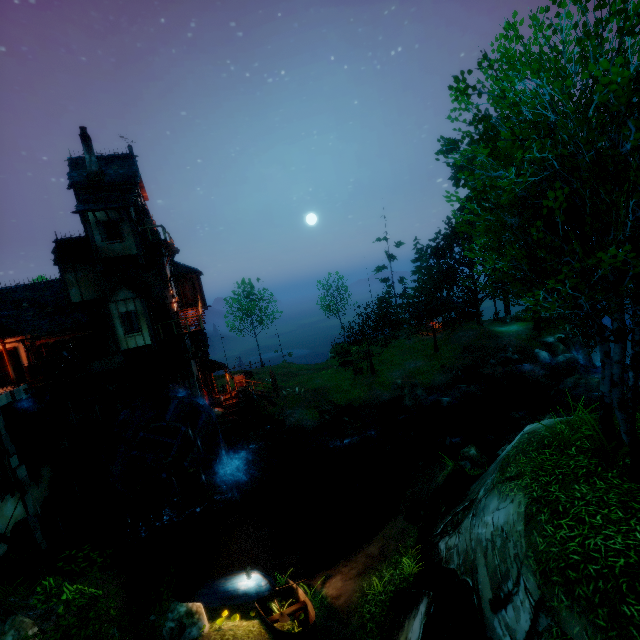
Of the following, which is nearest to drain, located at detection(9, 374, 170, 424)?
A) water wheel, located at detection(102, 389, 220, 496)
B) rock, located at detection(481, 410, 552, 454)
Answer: water wheel, located at detection(102, 389, 220, 496)

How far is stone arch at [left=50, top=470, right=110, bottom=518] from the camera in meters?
19.3 m

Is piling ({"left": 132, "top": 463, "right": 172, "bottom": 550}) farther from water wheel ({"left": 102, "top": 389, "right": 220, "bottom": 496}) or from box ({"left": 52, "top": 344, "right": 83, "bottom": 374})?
box ({"left": 52, "top": 344, "right": 83, "bottom": 374})

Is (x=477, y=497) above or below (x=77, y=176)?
below

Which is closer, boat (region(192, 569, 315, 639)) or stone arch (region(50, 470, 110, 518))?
boat (region(192, 569, 315, 639))

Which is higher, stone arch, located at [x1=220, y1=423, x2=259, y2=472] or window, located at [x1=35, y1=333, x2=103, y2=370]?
window, located at [x1=35, y1=333, x2=103, y2=370]

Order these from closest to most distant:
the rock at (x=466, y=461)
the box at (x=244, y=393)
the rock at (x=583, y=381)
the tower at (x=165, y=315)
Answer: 1. the rock at (x=466, y=461)
2. the tower at (x=165, y=315)
3. the rock at (x=583, y=381)
4. the box at (x=244, y=393)

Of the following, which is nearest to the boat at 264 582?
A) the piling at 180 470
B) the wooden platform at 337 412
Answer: the piling at 180 470
